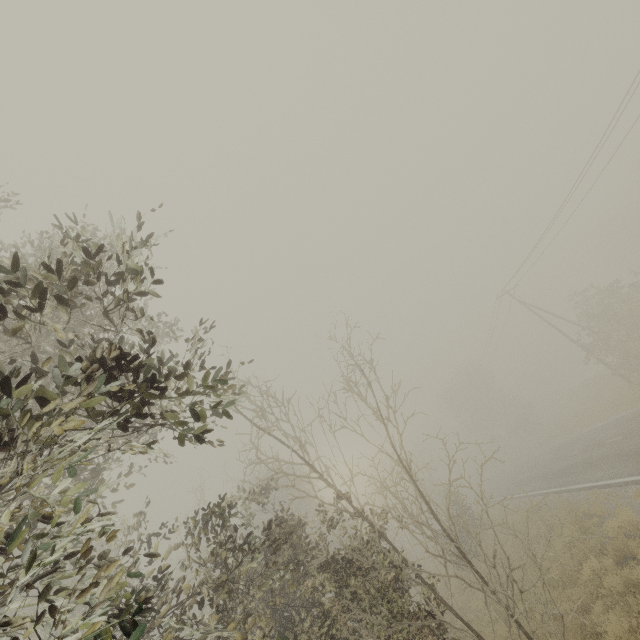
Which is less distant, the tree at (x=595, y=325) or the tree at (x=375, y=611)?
the tree at (x=375, y=611)

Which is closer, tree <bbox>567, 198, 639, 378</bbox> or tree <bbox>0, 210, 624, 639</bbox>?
tree <bbox>0, 210, 624, 639</bbox>

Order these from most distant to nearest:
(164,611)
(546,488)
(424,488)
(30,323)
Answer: (424,488) < (546,488) < (164,611) < (30,323)
